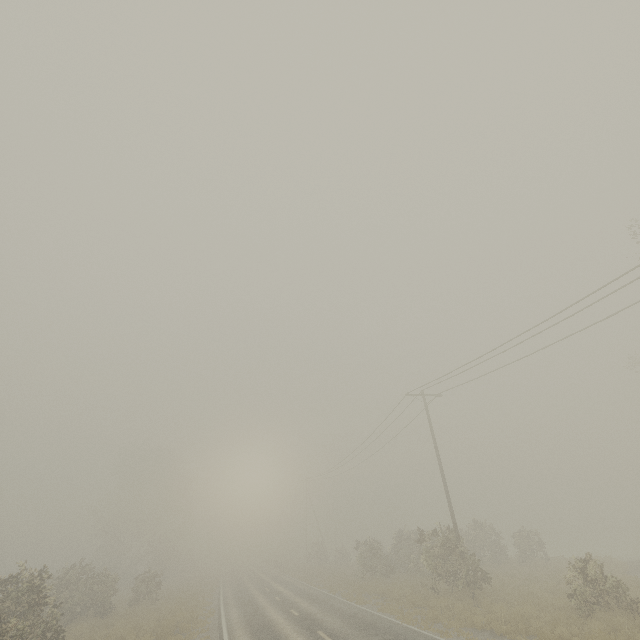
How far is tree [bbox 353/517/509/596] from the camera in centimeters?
1841cm

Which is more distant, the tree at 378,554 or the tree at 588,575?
the tree at 378,554

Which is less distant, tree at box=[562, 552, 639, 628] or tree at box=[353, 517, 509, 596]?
tree at box=[562, 552, 639, 628]

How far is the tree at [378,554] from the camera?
18.4 meters

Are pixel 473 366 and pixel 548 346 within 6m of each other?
yes
